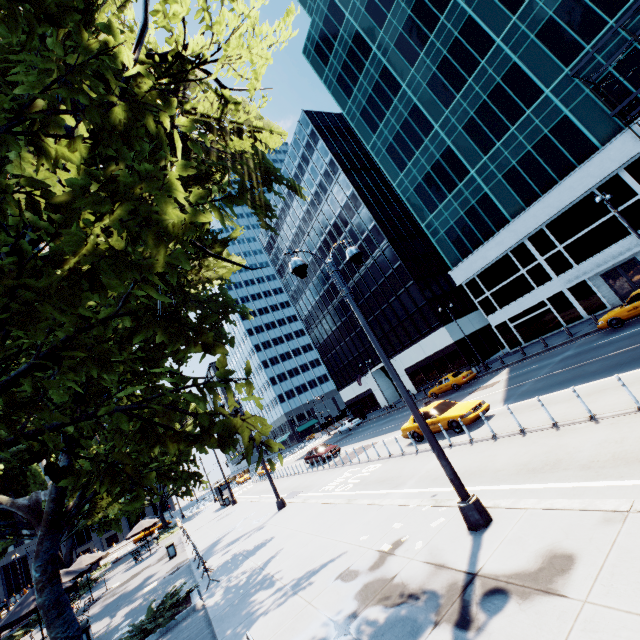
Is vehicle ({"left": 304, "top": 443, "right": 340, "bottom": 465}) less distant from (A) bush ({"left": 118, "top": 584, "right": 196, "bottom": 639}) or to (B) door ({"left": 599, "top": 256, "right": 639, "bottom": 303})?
(A) bush ({"left": 118, "top": 584, "right": 196, "bottom": 639})

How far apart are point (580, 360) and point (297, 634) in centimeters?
1743cm

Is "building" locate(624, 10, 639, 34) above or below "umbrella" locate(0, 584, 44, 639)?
above

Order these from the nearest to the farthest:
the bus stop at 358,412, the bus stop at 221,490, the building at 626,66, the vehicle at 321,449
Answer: the building at 626,66 → the vehicle at 321,449 → the bus stop at 221,490 → the bus stop at 358,412

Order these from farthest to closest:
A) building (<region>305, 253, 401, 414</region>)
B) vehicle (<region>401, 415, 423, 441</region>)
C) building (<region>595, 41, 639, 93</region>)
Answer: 1. building (<region>305, 253, 401, 414</region>)
2. building (<region>595, 41, 639, 93</region>)
3. vehicle (<region>401, 415, 423, 441</region>)

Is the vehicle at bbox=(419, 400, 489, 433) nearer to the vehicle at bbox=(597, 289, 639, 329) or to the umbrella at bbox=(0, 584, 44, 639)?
the vehicle at bbox=(597, 289, 639, 329)

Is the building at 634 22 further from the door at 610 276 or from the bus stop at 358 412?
the bus stop at 358 412

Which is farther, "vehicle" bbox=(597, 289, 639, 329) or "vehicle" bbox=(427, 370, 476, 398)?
"vehicle" bbox=(427, 370, 476, 398)
